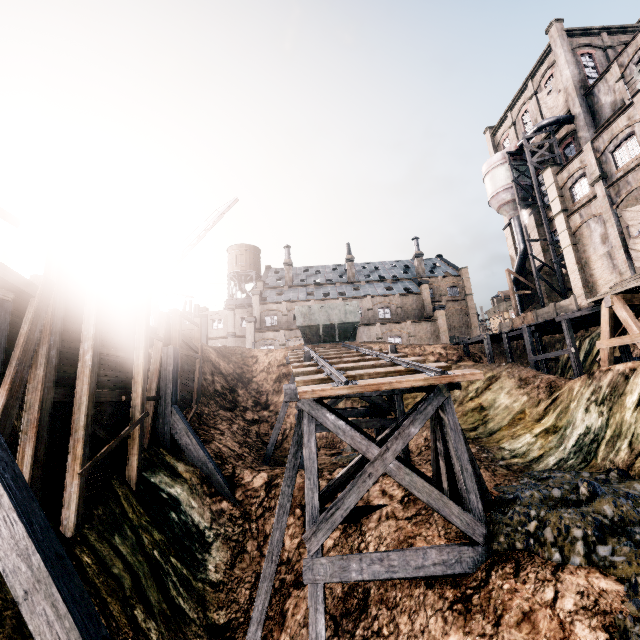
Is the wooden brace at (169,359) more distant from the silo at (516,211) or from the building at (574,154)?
the silo at (516,211)

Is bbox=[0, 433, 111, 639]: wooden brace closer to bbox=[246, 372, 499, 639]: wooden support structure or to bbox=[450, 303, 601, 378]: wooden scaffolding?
bbox=[246, 372, 499, 639]: wooden support structure

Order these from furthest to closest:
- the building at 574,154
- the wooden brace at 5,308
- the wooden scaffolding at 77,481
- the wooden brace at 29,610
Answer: the building at 574,154 < the wooden scaffolding at 77,481 < the wooden brace at 5,308 < the wooden brace at 29,610

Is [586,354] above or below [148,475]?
above

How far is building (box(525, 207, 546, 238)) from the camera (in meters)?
39.12

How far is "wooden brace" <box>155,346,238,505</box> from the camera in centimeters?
1381cm

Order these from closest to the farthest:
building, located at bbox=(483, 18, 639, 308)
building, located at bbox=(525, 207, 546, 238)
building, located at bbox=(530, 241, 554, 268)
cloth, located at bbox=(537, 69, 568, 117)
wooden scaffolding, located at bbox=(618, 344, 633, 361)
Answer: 1. wooden scaffolding, located at bbox=(618, 344, 633, 361)
2. building, located at bbox=(483, 18, 639, 308)
3. cloth, located at bbox=(537, 69, 568, 117)
4. building, located at bbox=(530, 241, 554, 268)
5. building, located at bbox=(525, 207, 546, 238)

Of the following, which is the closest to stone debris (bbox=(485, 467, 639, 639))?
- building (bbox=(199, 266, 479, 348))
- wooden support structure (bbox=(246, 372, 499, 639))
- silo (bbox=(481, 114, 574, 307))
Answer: wooden support structure (bbox=(246, 372, 499, 639))
